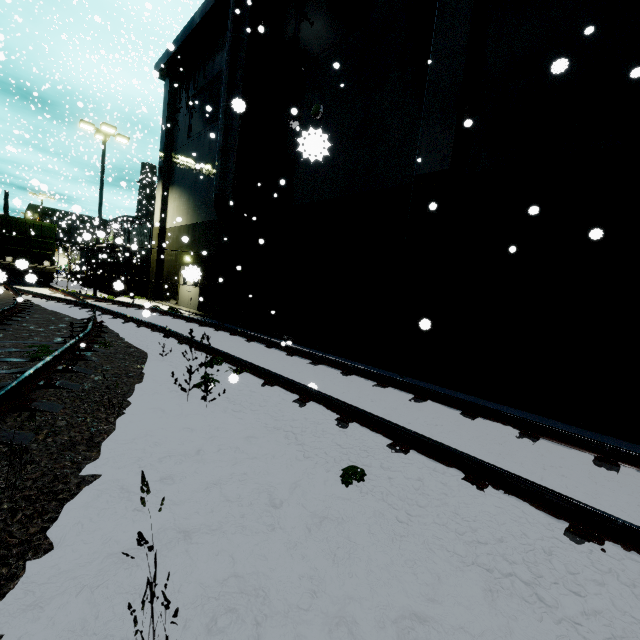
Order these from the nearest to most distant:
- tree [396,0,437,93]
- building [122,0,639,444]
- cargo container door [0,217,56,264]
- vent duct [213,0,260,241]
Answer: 1. building [122,0,639,444]
2. tree [396,0,437,93]
3. vent duct [213,0,260,241]
4. cargo container door [0,217,56,264]

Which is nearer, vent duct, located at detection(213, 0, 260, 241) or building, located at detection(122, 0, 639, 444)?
building, located at detection(122, 0, 639, 444)

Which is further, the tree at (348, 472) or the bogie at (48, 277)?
the bogie at (48, 277)

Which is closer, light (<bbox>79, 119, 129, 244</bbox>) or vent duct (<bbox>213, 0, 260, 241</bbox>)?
vent duct (<bbox>213, 0, 260, 241</bbox>)

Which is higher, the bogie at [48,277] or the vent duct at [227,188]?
the vent duct at [227,188]

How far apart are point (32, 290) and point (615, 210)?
24.4 meters

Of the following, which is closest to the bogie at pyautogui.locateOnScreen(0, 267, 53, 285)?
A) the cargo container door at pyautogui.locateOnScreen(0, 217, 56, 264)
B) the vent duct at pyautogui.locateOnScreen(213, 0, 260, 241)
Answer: the cargo container door at pyautogui.locateOnScreen(0, 217, 56, 264)

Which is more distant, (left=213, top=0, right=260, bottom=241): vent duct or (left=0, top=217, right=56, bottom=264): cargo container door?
(left=0, top=217, right=56, bottom=264): cargo container door
